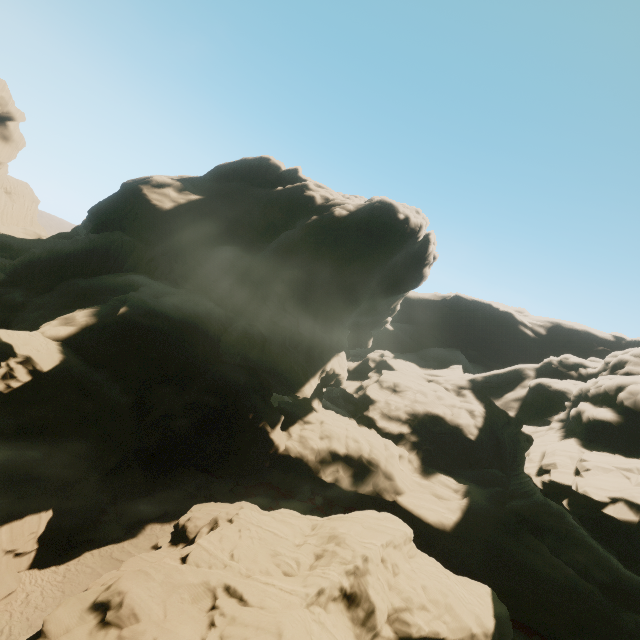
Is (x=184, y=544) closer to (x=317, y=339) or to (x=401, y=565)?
(x=401, y=565)
